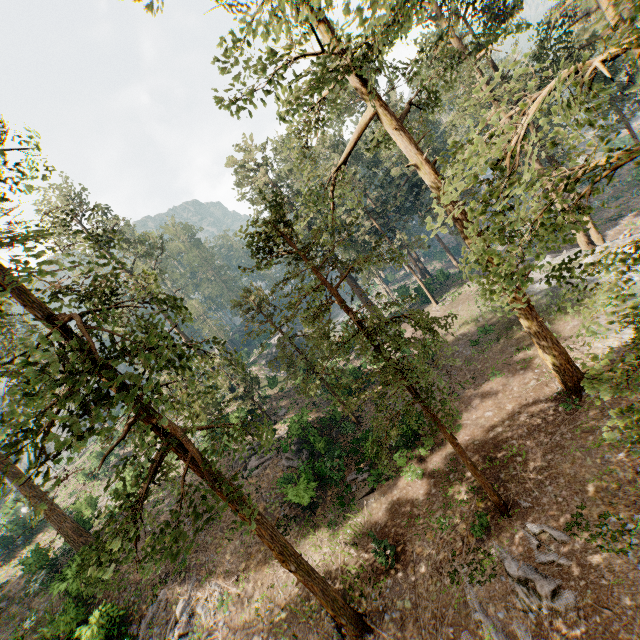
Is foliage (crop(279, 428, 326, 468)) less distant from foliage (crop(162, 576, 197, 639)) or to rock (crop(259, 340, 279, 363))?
foliage (crop(162, 576, 197, 639))

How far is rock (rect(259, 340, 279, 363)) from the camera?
53.8m

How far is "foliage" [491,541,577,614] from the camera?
9.75m

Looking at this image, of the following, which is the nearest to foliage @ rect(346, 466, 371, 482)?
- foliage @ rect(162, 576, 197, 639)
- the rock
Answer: foliage @ rect(162, 576, 197, 639)

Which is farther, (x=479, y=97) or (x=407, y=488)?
(x=479, y=97)

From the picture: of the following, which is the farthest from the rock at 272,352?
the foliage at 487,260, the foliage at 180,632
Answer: the foliage at 180,632

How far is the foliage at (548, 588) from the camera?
9.8m

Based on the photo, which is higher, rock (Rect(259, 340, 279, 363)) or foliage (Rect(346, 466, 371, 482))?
rock (Rect(259, 340, 279, 363))
